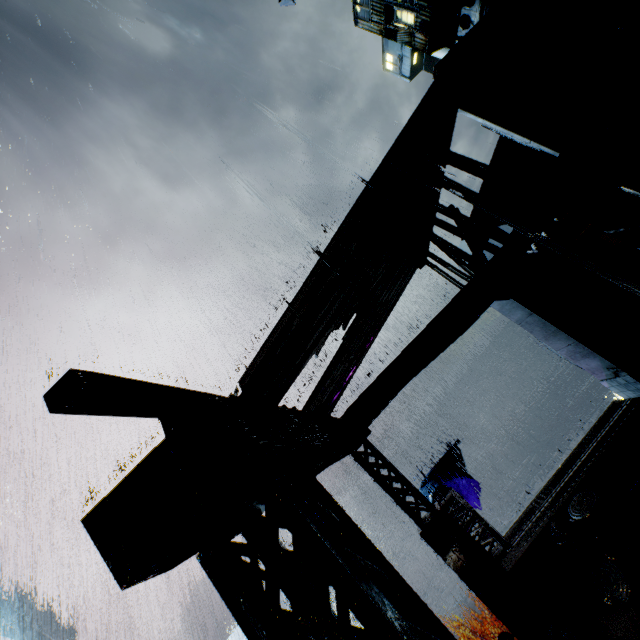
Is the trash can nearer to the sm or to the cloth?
the sm

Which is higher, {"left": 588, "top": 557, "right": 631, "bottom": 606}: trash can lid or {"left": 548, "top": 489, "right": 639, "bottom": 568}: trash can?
{"left": 548, "top": 489, "right": 639, "bottom": 568}: trash can

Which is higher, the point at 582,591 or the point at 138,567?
the point at 138,567

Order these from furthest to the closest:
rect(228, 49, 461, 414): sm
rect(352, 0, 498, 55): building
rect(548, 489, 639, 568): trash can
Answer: rect(352, 0, 498, 55): building < rect(548, 489, 639, 568): trash can < rect(228, 49, 461, 414): sm

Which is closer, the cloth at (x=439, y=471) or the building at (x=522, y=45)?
the building at (x=522, y=45)

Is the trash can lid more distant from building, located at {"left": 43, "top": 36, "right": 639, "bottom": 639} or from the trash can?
building, located at {"left": 43, "top": 36, "right": 639, "bottom": 639}

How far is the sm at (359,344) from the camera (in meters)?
4.73

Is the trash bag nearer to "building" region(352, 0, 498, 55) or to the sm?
the sm
